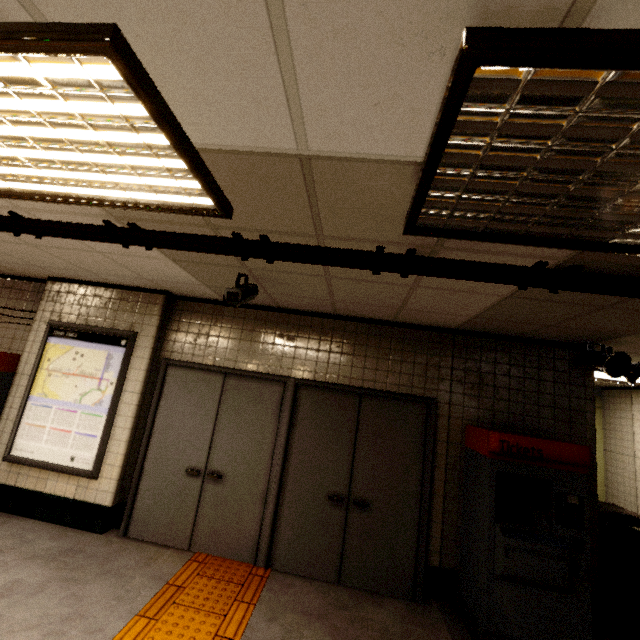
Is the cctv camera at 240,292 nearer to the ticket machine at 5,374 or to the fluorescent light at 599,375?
the ticket machine at 5,374

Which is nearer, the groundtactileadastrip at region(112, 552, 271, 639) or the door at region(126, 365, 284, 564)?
the groundtactileadastrip at region(112, 552, 271, 639)

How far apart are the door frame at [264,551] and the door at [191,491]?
0.01m

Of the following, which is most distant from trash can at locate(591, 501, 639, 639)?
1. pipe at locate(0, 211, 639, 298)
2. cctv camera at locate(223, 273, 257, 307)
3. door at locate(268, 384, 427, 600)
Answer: cctv camera at locate(223, 273, 257, 307)

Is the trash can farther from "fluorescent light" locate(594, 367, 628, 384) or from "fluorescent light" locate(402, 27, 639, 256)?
"fluorescent light" locate(402, 27, 639, 256)

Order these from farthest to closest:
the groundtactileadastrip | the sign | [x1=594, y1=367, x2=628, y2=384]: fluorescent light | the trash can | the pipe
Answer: [x1=594, y1=367, x2=628, y2=384]: fluorescent light < the sign < the trash can < the groundtactileadastrip < the pipe

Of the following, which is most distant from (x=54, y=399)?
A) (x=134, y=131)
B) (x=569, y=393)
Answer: (x=569, y=393)

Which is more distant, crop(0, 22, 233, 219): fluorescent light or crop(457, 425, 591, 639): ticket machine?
crop(457, 425, 591, 639): ticket machine
